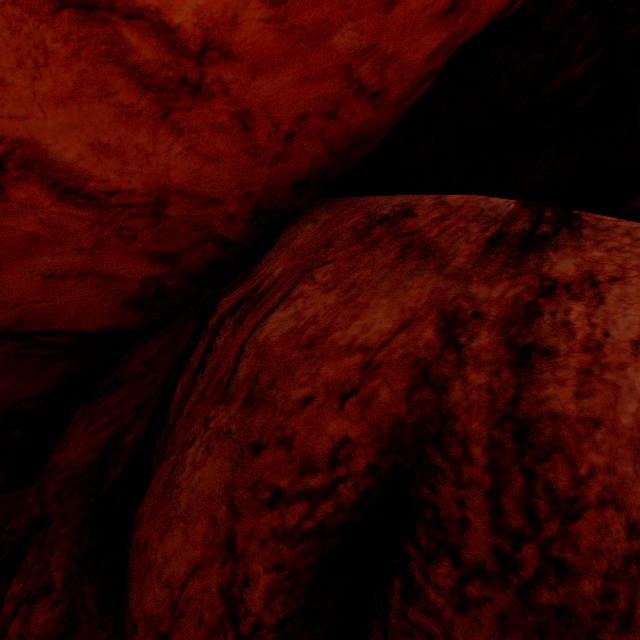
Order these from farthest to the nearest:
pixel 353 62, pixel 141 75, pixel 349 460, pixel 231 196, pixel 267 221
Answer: pixel 267 221 < pixel 231 196 < pixel 353 62 < pixel 141 75 < pixel 349 460
